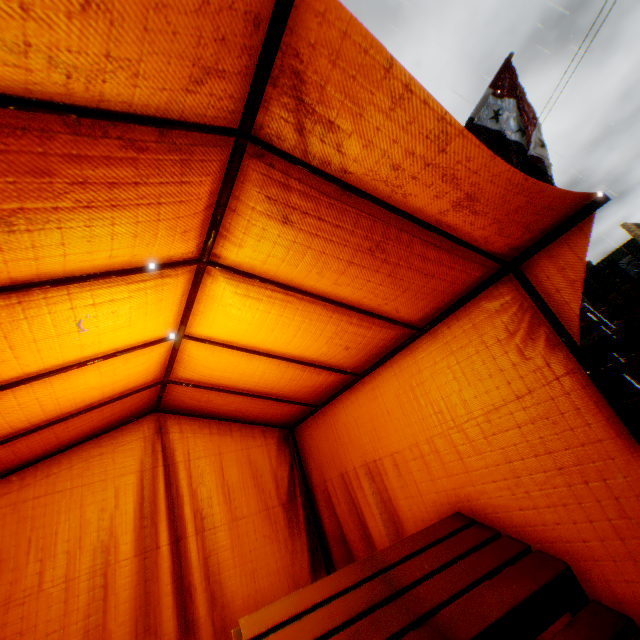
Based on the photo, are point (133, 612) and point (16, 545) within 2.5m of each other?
yes

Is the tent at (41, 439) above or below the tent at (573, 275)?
above

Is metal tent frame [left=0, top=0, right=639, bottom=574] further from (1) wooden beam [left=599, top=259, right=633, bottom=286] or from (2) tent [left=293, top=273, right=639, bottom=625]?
(1) wooden beam [left=599, top=259, right=633, bottom=286]

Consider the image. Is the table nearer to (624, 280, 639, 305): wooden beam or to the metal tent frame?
the metal tent frame

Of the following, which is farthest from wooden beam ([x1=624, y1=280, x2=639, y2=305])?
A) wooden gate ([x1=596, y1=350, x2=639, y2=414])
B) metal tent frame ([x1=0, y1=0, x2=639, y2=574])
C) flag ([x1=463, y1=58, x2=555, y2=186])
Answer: metal tent frame ([x1=0, y1=0, x2=639, y2=574])

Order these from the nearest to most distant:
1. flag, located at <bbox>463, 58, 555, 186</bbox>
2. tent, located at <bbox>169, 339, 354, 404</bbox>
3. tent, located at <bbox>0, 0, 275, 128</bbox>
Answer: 1. tent, located at <bbox>0, 0, 275, 128</bbox>
2. tent, located at <bbox>169, 339, 354, 404</bbox>
3. flag, located at <bbox>463, 58, 555, 186</bbox>

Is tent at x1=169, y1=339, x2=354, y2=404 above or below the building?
below

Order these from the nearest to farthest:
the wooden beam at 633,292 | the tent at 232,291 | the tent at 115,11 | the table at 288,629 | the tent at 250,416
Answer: the tent at 115,11
the table at 288,629
the tent at 232,291
the tent at 250,416
the wooden beam at 633,292
